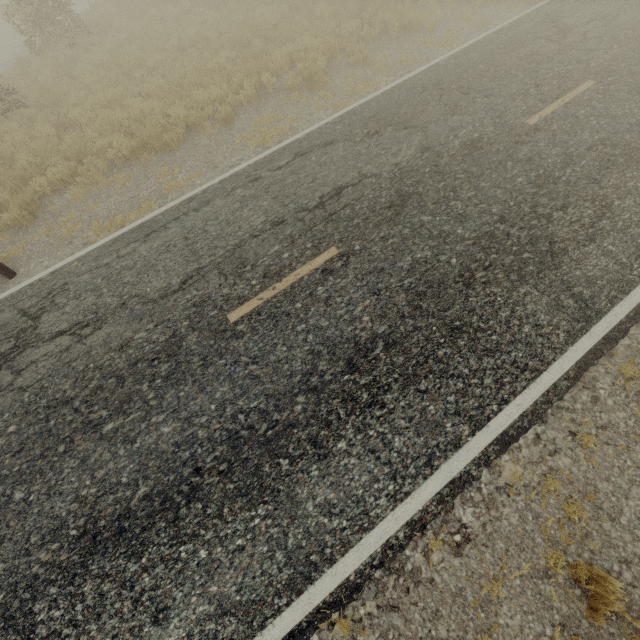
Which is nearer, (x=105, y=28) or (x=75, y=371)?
(x=75, y=371)
